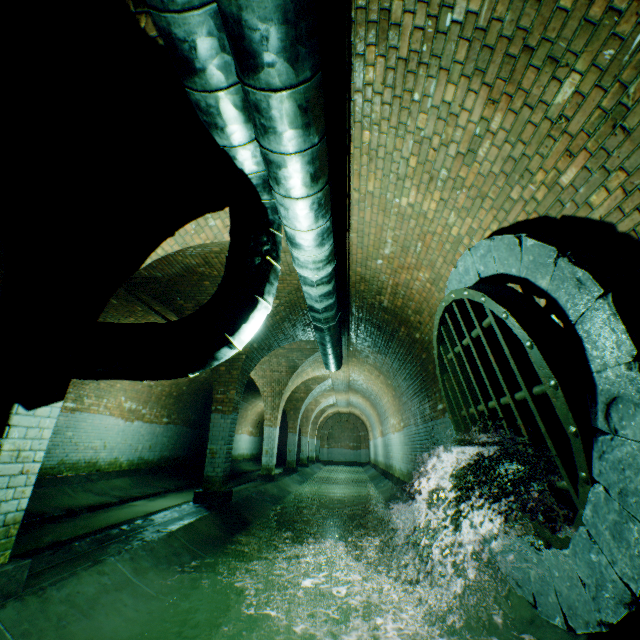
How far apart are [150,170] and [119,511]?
8.50m

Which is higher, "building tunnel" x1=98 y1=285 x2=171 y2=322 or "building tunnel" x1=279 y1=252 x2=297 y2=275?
"building tunnel" x1=279 y1=252 x2=297 y2=275

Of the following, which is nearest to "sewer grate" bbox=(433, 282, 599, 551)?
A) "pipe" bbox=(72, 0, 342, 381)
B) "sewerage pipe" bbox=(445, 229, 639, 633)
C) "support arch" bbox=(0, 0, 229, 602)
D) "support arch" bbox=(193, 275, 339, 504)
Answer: "sewerage pipe" bbox=(445, 229, 639, 633)

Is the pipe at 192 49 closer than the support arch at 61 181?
Yes

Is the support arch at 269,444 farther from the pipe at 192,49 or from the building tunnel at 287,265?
the pipe at 192,49

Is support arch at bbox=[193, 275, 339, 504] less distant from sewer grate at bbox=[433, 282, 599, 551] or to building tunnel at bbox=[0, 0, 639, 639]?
building tunnel at bbox=[0, 0, 639, 639]

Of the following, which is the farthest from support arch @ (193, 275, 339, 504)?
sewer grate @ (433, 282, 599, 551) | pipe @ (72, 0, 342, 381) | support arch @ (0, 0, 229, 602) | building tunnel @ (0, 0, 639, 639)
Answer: sewer grate @ (433, 282, 599, 551)

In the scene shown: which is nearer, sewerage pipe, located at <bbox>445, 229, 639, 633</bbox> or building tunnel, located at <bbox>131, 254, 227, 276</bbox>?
sewerage pipe, located at <bbox>445, 229, 639, 633</bbox>
